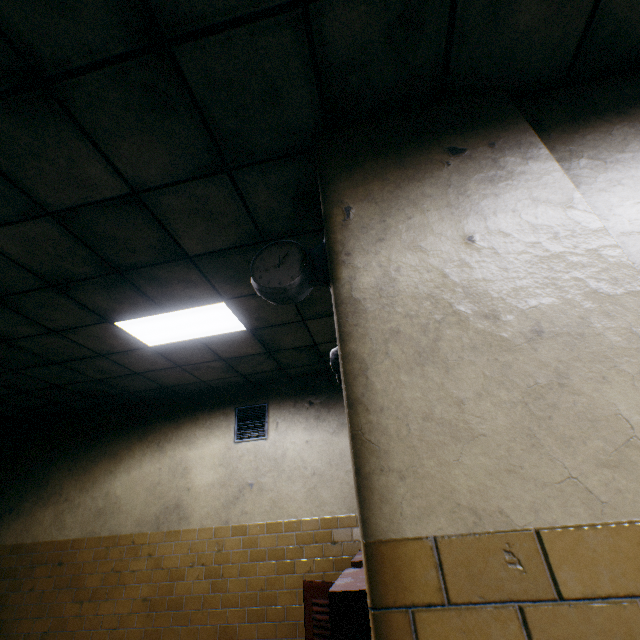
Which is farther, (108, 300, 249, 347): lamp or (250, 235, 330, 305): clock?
(108, 300, 249, 347): lamp

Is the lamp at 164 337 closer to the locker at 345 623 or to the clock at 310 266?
the clock at 310 266

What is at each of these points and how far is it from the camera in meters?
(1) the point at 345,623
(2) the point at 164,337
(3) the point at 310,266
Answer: (1) locker, 1.6 m
(2) lamp, 3.8 m
(3) clock, 1.7 m

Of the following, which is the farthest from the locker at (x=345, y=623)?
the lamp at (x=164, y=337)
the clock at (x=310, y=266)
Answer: the lamp at (x=164, y=337)

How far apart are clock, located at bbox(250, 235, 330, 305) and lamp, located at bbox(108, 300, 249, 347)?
1.5m

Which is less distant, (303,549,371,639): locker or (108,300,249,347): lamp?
(303,549,371,639): locker

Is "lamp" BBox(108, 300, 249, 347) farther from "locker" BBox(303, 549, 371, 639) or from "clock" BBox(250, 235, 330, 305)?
"locker" BBox(303, 549, 371, 639)
